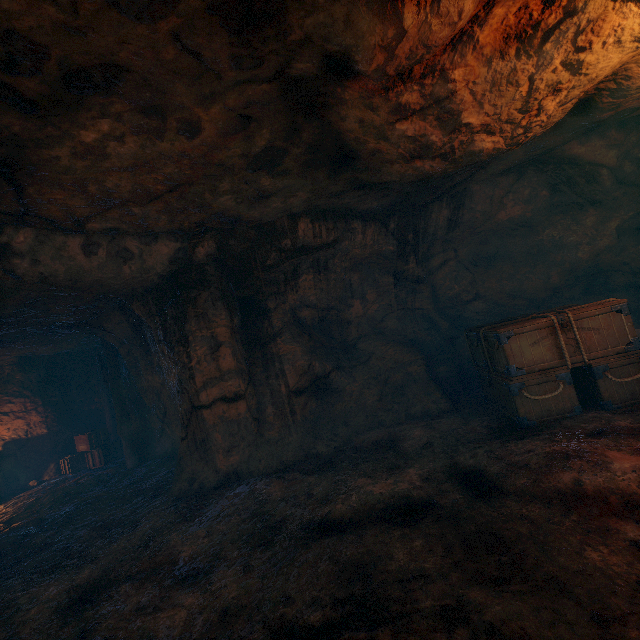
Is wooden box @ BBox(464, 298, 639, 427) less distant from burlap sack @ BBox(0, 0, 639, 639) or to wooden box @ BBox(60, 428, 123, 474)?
burlap sack @ BBox(0, 0, 639, 639)

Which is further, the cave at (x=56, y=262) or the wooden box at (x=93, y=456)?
the wooden box at (x=93, y=456)

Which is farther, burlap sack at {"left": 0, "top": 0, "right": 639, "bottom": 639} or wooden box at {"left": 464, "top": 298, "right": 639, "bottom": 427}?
wooden box at {"left": 464, "top": 298, "right": 639, "bottom": 427}

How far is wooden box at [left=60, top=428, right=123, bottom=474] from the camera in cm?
1135

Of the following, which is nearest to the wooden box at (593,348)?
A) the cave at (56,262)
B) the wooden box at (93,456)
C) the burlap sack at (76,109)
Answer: the burlap sack at (76,109)

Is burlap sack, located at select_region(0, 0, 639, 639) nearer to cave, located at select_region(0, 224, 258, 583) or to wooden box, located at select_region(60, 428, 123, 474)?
cave, located at select_region(0, 224, 258, 583)

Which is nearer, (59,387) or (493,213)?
(493,213)

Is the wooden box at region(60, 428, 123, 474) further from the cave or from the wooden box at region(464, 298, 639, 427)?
the wooden box at region(464, 298, 639, 427)
